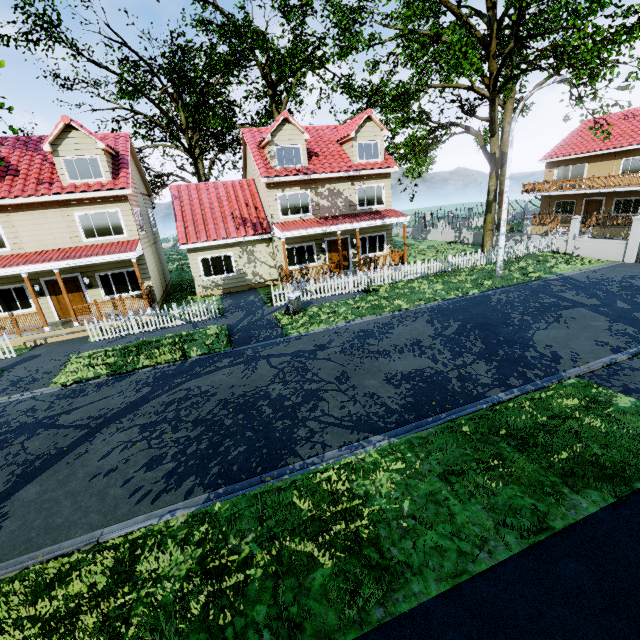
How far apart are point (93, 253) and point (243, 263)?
7.6m

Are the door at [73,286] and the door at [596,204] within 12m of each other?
no

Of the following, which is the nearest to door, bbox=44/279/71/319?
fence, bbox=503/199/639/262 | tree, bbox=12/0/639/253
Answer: fence, bbox=503/199/639/262

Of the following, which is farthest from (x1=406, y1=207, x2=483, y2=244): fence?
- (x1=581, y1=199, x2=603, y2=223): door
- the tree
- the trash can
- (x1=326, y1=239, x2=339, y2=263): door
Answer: (x1=581, y1=199, x2=603, y2=223): door

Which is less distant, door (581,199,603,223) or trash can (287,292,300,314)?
trash can (287,292,300,314)

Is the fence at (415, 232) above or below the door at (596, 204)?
below

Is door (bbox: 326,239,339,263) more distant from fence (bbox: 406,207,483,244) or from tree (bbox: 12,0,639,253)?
tree (bbox: 12,0,639,253)

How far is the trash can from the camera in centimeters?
1481cm
